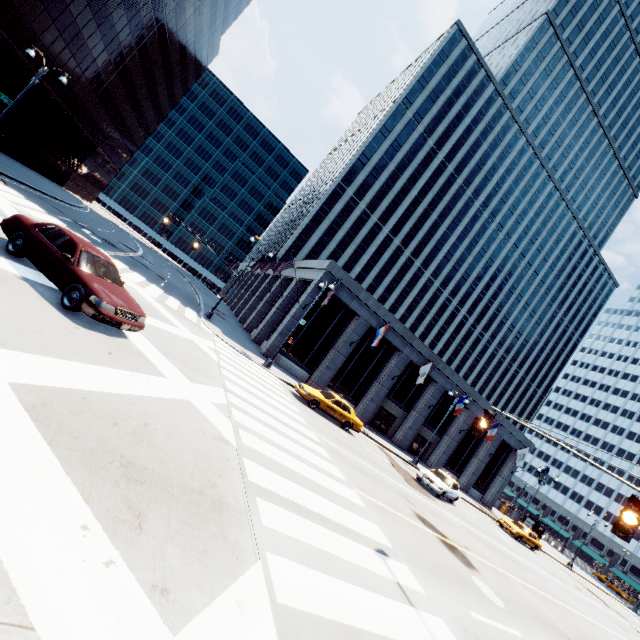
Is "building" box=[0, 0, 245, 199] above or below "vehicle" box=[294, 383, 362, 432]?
above

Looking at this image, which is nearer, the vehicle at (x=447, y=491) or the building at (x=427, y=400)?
the vehicle at (x=447, y=491)

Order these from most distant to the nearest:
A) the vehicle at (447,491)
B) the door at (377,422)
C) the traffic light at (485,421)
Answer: the door at (377,422)
the vehicle at (447,491)
the traffic light at (485,421)

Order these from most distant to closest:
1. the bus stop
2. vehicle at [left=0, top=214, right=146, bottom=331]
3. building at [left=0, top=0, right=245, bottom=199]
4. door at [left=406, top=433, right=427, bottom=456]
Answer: the bus stop < door at [left=406, top=433, right=427, bottom=456] < building at [left=0, top=0, right=245, bottom=199] < vehicle at [left=0, top=214, right=146, bottom=331]

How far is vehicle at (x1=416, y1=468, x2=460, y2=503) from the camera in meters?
20.7 m

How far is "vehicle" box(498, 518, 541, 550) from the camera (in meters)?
29.14

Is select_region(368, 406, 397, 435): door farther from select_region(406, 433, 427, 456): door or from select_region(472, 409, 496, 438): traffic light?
select_region(472, 409, 496, 438): traffic light

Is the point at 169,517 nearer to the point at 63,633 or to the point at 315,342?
the point at 63,633
